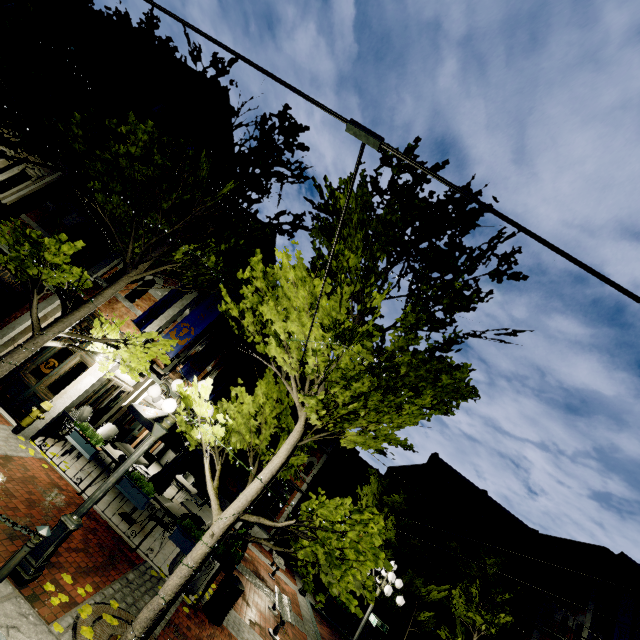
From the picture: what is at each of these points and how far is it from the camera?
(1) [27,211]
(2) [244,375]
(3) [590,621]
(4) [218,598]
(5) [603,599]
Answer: (1) building, 11.5 meters
(2) building, 27.0 meters
(3) building, 16.8 meters
(4) garbage can, 7.7 meters
(5) building, 17.6 meters

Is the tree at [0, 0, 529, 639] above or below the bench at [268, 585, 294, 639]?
above

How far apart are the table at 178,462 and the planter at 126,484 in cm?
261

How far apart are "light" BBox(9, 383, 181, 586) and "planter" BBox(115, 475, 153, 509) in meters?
3.1 m

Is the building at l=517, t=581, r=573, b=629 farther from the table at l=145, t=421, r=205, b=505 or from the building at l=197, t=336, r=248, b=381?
the table at l=145, t=421, r=205, b=505

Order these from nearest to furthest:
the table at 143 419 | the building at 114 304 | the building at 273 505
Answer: the building at 114 304 → the table at 143 419 → the building at 273 505

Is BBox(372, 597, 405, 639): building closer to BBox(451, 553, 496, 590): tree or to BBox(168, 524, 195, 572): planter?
BBox(451, 553, 496, 590): tree

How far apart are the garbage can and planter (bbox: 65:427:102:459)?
4.6 meters
